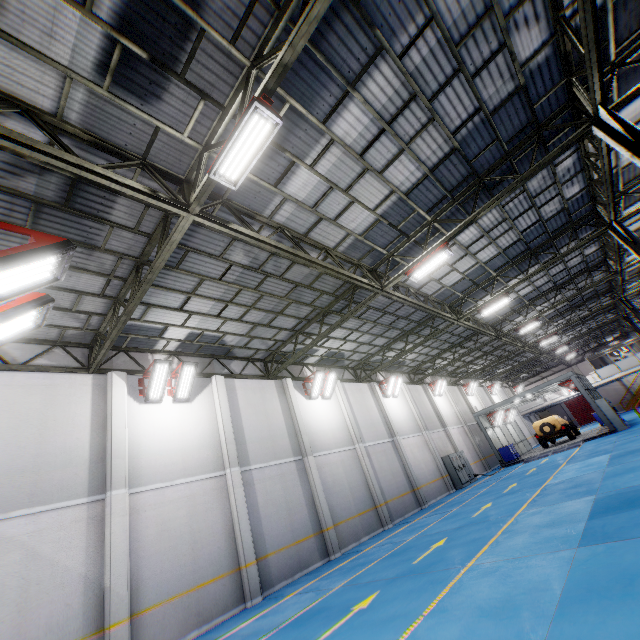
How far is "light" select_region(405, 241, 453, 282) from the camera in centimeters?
1077cm

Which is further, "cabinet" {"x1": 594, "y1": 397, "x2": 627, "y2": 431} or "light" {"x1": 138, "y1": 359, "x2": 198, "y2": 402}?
"cabinet" {"x1": 594, "y1": 397, "x2": 627, "y2": 431}

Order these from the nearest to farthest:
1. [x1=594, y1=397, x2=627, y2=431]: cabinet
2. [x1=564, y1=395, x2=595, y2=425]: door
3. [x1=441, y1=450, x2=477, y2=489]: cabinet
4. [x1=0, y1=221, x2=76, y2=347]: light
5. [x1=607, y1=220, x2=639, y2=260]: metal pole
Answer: [x1=0, y1=221, x2=76, y2=347]: light → [x1=607, y1=220, x2=639, y2=260]: metal pole → [x1=594, y1=397, x2=627, y2=431]: cabinet → [x1=441, y1=450, x2=477, y2=489]: cabinet → [x1=564, y1=395, x2=595, y2=425]: door

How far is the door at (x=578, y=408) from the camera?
47.6m

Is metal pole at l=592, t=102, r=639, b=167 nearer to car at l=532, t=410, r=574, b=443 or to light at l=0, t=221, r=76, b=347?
light at l=0, t=221, r=76, b=347

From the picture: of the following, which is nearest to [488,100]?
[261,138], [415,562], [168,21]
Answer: [261,138]

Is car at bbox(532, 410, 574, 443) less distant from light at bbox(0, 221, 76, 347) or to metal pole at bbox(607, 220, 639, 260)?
metal pole at bbox(607, 220, 639, 260)

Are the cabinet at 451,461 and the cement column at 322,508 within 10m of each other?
no
